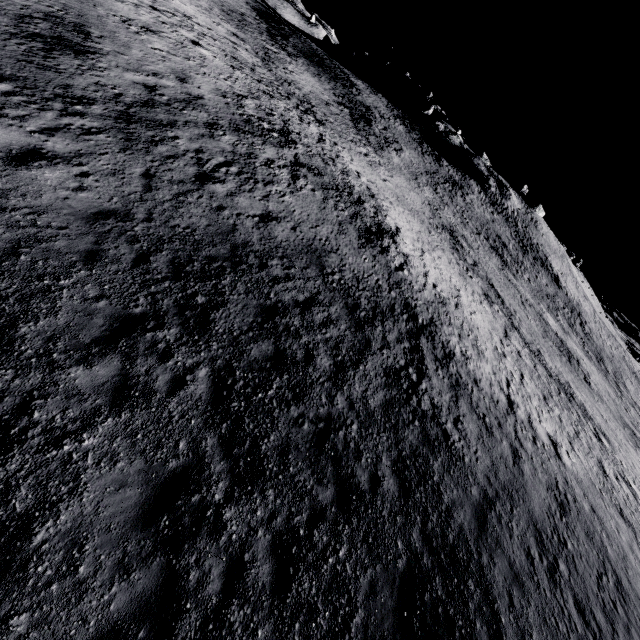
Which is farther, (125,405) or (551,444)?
(551,444)
